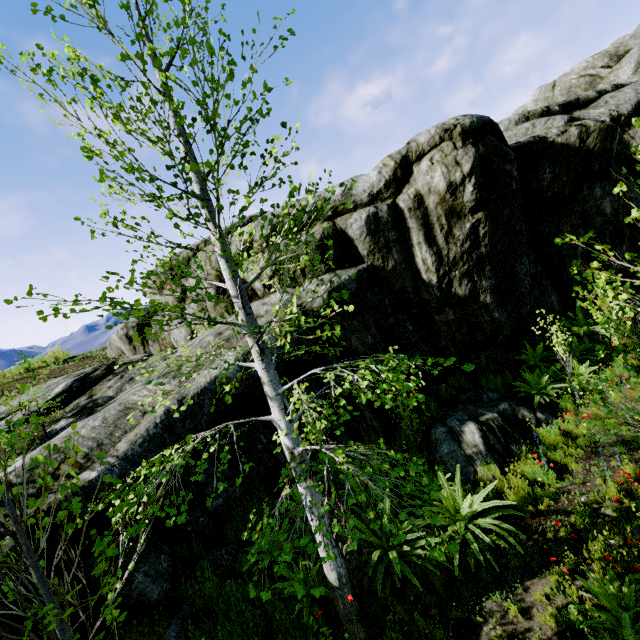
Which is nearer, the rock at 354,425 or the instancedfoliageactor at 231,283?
the instancedfoliageactor at 231,283

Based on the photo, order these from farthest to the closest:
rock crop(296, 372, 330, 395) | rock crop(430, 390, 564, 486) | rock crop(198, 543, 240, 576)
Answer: rock crop(296, 372, 330, 395)
rock crop(430, 390, 564, 486)
rock crop(198, 543, 240, 576)

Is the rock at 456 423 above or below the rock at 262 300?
below

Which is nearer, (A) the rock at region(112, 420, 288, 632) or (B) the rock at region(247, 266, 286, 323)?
(A) the rock at region(112, 420, 288, 632)

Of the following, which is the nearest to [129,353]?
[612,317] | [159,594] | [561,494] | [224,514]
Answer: [224,514]

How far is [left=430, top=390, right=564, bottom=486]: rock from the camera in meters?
6.9 m
